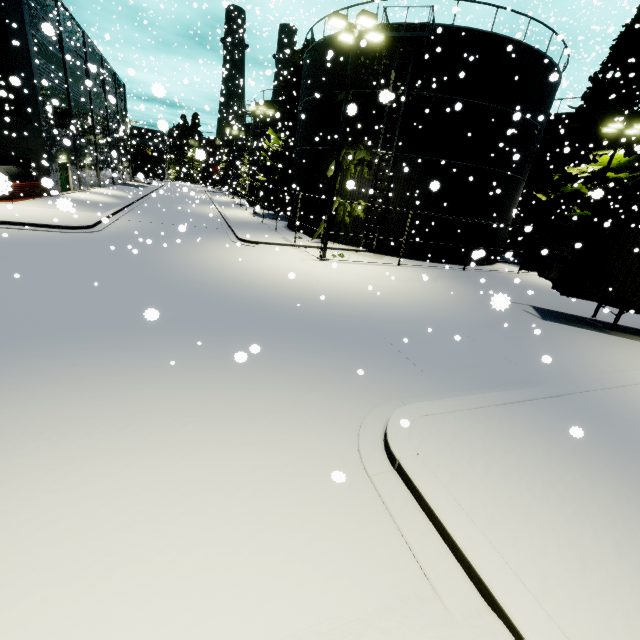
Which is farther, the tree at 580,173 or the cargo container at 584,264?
the tree at 580,173

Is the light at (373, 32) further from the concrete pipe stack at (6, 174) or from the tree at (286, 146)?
the concrete pipe stack at (6, 174)

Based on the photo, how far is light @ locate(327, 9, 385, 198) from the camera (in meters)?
12.66

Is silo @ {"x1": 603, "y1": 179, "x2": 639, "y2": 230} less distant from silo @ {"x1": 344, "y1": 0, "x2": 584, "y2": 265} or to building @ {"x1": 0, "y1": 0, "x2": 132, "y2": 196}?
silo @ {"x1": 344, "y1": 0, "x2": 584, "y2": 265}

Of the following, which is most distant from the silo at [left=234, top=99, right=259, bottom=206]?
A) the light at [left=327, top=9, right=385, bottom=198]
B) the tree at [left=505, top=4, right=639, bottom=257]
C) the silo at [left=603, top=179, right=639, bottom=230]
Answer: the silo at [left=603, top=179, right=639, bottom=230]

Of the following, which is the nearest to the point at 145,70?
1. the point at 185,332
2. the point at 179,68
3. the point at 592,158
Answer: the point at 179,68

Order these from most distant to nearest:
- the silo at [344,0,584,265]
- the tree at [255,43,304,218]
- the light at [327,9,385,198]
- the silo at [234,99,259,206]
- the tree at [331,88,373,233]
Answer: the silo at [234,99,259,206] → the tree at [255,43,304,218] → the tree at [331,88,373,233] → the silo at [344,0,584,265] → the light at [327,9,385,198]

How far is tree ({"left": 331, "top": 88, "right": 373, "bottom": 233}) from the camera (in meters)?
19.03
